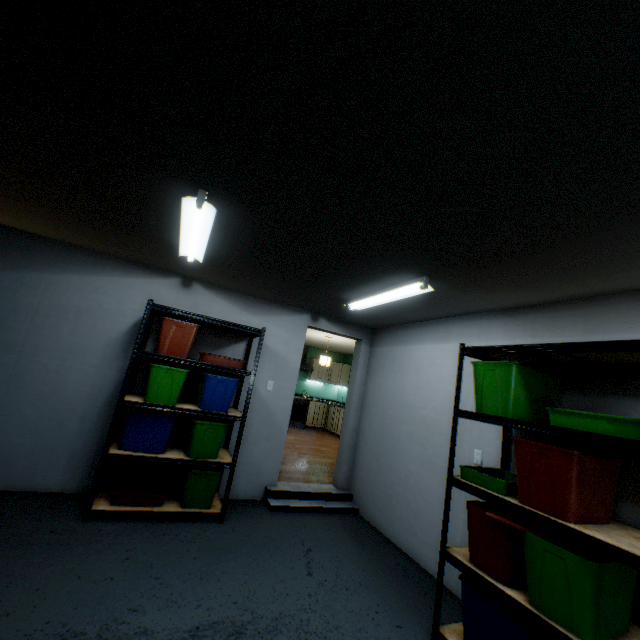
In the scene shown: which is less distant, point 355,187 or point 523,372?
point 355,187

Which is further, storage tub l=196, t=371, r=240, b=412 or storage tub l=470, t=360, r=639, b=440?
storage tub l=196, t=371, r=240, b=412

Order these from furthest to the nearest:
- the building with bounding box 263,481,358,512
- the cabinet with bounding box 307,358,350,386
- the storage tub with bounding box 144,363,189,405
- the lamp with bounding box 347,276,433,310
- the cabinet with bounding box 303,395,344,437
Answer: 1. the cabinet with bounding box 307,358,350,386
2. the cabinet with bounding box 303,395,344,437
3. the building with bounding box 263,481,358,512
4. the storage tub with bounding box 144,363,189,405
5. the lamp with bounding box 347,276,433,310

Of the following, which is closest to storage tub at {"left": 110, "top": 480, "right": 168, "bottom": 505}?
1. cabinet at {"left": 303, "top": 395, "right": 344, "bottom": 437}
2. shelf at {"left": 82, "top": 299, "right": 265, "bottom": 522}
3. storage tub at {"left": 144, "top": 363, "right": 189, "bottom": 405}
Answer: shelf at {"left": 82, "top": 299, "right": 265, "bottom": 522}

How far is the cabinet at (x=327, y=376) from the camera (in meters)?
10.15

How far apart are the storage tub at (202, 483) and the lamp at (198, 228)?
2.04m

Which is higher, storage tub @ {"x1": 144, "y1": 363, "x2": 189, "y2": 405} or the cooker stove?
storage tub @ {"x1": 144, "y1": 363, "x2": 189, "y2": 405}

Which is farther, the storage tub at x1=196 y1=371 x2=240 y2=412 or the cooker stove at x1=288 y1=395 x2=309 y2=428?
the cooker stove at x1=288 y1=395 x2=309 y2=428
